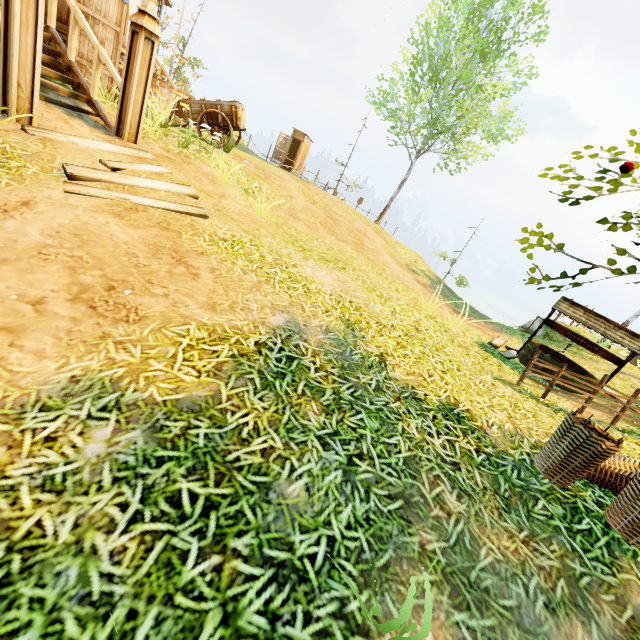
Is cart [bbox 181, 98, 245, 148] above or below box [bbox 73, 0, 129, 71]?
below

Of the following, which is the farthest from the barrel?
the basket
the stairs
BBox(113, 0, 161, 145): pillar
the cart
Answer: the basket

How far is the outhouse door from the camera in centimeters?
2280cm

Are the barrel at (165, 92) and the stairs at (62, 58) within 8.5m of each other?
yes

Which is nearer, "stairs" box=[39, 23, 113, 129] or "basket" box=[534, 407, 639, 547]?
"basket" box=[534, 407, 639, 547]

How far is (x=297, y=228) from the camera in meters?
8.3

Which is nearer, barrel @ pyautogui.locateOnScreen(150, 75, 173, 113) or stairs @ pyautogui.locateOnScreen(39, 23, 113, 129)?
stairs @ pyautogui.locateOnScreen(39, 23, 113, 129)

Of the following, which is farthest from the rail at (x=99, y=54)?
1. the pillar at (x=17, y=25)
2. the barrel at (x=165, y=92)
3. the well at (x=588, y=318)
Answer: the well at (x=588, y=318)
